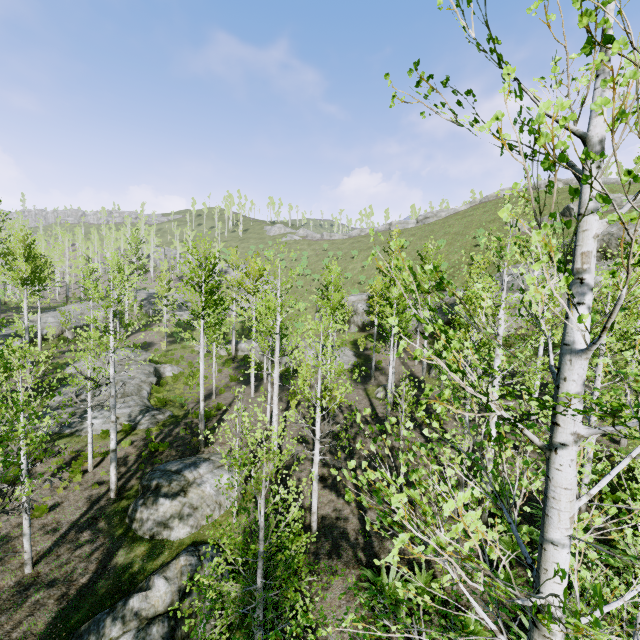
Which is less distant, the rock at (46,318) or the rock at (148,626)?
the rock at (148,626)

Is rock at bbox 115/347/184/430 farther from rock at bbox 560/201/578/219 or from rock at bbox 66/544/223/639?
rock at bbox 560/201/578/219

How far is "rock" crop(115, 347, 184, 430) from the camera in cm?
1836

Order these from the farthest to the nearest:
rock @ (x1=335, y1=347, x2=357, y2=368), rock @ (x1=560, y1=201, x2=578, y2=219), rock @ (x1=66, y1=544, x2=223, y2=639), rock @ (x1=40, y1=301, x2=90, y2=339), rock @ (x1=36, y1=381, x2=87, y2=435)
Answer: rock @ (x1=560, y1=201, x2=578, y2=219) < rock @ (x1=40, y1=301, x2=90, y2=339) < rock @ (x1=335, y1=347, x2=357, y2=368) < rock @ (x1=36, y1=381, x2=87, y2=435) < rock @ (x1=66, y1=544, x2=223, y2=639)

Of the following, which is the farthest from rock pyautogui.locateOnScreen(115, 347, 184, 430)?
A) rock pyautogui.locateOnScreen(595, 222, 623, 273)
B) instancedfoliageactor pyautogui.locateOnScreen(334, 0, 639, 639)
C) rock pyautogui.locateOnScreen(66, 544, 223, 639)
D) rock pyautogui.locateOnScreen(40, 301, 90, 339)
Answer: rock pyautogui.locateOnScreen(595, 222, 623, 273)

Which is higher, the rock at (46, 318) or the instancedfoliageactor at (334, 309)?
the instancedfoliageactor at (334, 309)

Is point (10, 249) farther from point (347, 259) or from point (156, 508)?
point (347, 259)

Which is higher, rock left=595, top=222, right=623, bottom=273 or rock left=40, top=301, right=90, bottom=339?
rock left=595, top=222, right=623, bottom=273
